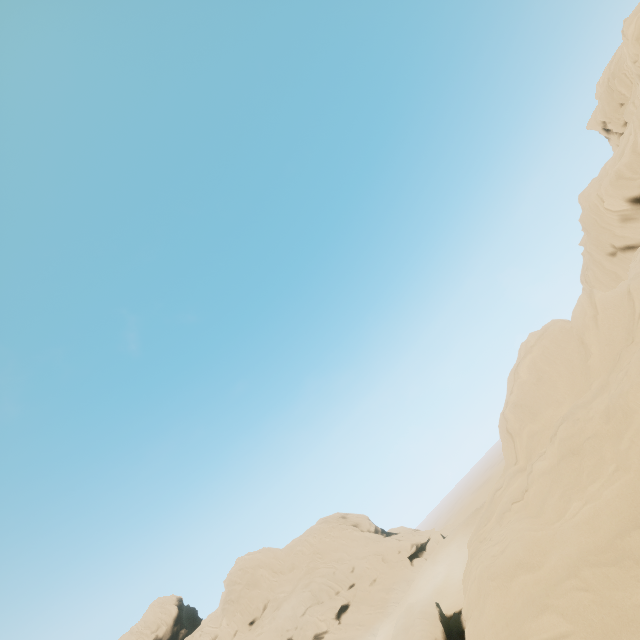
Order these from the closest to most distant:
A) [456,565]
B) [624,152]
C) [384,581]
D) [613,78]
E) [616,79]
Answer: [624,152] → [616,79] → [613,78] → [456,565] → [384,581]

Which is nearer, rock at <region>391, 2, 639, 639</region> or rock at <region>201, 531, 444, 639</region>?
rock at <region>391, 2, 639, 639</region>

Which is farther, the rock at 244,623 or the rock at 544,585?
the rock at 244,623
